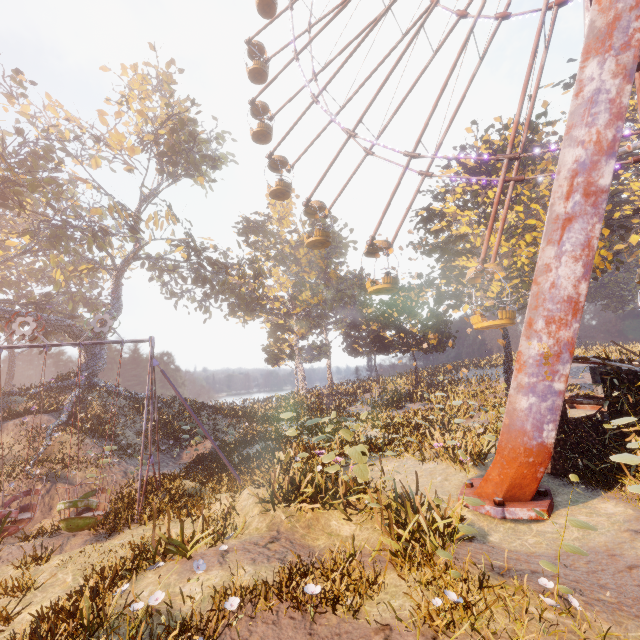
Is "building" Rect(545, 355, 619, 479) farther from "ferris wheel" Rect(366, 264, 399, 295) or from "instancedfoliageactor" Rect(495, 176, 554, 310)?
"instancedfoliageactor" Rect(495, 176, 554, 310)

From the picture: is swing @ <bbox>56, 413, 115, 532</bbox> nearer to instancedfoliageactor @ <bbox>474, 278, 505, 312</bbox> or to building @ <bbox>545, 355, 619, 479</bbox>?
instancedfoliageactor @ <bbox>474, 278, 505, 312</bbox>

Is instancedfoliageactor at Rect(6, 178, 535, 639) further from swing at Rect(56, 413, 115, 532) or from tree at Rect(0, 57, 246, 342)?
tree at Rect(0, 57, 246, 342)

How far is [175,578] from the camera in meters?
6.1

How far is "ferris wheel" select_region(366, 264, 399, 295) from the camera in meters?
16.2

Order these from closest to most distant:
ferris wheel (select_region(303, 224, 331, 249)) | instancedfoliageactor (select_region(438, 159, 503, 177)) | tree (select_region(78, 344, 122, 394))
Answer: ferris wheel (select_region(303, 224, 331, 249)) → instancedfoliageactor (select_region(438, 159, 503, 177)) → tree (select_region(78, 344, 122, 394))

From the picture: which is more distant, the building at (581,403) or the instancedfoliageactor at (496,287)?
the instancedfoliageactor at (496,287)

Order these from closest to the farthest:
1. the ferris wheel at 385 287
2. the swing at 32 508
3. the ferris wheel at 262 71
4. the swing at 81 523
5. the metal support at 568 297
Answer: the metal support at 568 297, the swing at 81 523, the swing at 32 508, the ferris wheel at 262 71, the ferris wheel at 385 287
